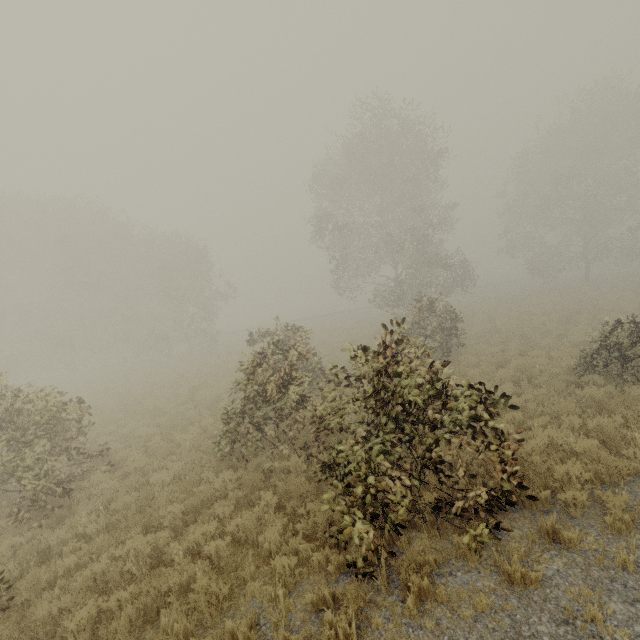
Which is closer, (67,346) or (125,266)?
(67,346)
